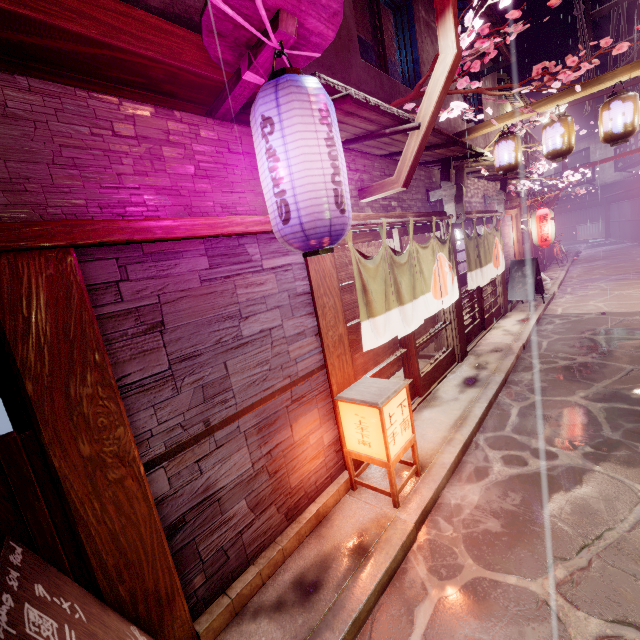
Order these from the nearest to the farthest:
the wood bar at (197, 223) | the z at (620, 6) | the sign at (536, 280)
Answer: the wood bar at (197, 223)
the z at (620, 6)
the sign at (536, 280)

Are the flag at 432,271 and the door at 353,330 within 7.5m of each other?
yes

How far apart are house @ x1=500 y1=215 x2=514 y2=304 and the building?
7.6 meters

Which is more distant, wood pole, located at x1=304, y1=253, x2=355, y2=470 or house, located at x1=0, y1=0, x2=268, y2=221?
wood pole, located at x1=304, y1=253, x2=355, y2=470

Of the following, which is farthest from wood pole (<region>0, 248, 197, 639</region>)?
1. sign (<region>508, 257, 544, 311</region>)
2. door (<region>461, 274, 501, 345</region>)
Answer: sign (<region>508, 257, 544, 311</region>)

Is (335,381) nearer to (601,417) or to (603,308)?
(601,417)

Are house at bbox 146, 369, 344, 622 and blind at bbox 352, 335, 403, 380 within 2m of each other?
yes

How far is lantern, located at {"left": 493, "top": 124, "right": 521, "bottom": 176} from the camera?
11.1m
